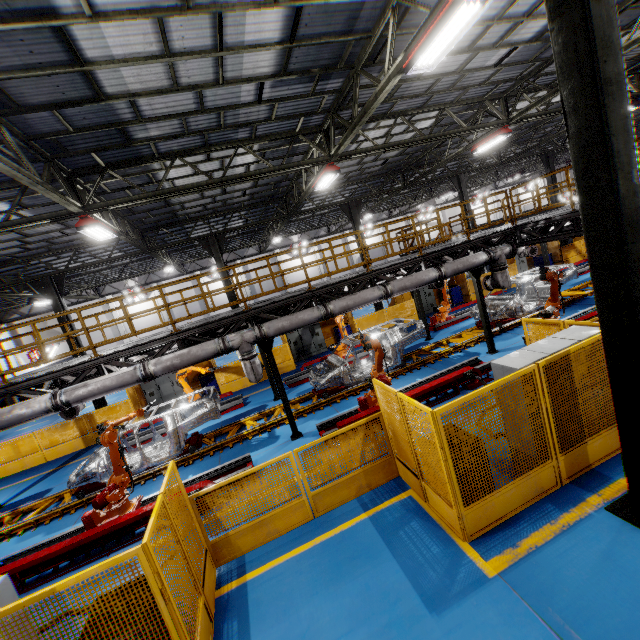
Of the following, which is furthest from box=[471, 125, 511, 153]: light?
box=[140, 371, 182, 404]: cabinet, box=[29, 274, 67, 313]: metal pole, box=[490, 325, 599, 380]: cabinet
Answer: box=[29, 274, 67, 313]: metal pole

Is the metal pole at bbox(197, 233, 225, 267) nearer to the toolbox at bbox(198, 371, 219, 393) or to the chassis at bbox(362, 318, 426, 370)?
the toolbox at bbox(198, 371, 219, 393)

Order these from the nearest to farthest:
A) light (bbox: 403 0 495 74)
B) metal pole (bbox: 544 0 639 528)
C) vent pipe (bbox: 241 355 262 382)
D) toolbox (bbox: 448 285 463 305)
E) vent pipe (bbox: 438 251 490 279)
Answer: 1. metal pole (bbox: 544 0 639 528)
2. light (bbox: 403 0 495 74)
3. vent pipe (bbox: 241 355 262 382)
4. vent pipe (bbox: 438 251 490 279)
5. toolbox (bbox: 448 285 463 305)

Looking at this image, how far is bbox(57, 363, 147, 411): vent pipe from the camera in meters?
7.6

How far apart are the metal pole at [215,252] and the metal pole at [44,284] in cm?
616

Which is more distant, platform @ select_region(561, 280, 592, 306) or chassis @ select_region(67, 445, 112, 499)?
platform @ select_region(561, 280, 592, 306)

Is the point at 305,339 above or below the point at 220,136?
below

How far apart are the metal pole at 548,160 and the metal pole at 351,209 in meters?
14.1
